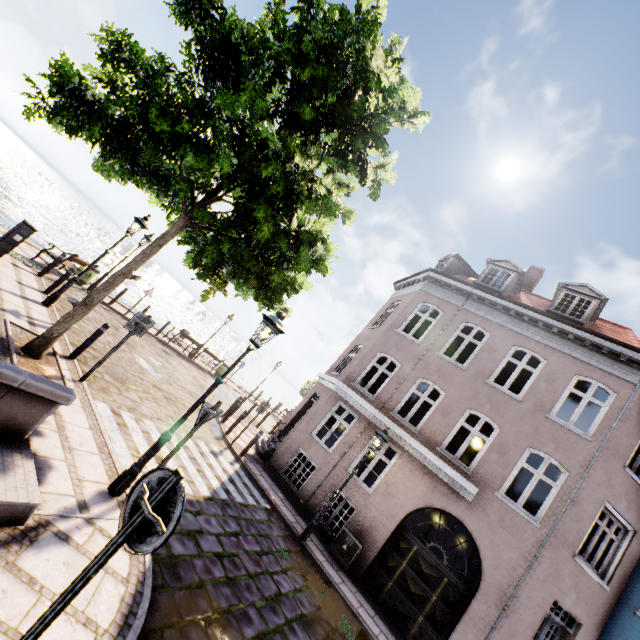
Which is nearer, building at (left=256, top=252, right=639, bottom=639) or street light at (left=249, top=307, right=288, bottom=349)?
street light at (left=249, top=307, right=288, bottom=349)

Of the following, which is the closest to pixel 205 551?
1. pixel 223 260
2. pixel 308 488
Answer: → pixel 223 260

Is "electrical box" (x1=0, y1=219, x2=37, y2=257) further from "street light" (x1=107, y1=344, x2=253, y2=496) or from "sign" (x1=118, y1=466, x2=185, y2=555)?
"sign" (x1=118, y1=466, x2=185, y2=555)

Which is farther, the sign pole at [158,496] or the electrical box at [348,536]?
A: the electrical box at [348,536]

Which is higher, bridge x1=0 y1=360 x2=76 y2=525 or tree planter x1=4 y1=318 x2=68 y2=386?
bridge x1=0 y1=360 x2=76 y2=525

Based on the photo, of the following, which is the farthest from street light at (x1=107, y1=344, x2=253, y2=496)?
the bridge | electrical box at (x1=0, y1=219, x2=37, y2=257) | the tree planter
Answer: electrical box at (x1=0, y1=219, x2=37, y2=257)

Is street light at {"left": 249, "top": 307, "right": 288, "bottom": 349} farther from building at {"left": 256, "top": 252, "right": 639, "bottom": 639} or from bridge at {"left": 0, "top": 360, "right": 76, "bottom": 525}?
building at {"left": 256, "top": 252, "right": 639, "bottom": 639}

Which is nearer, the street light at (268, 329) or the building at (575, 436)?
the street light at (268, 329)
